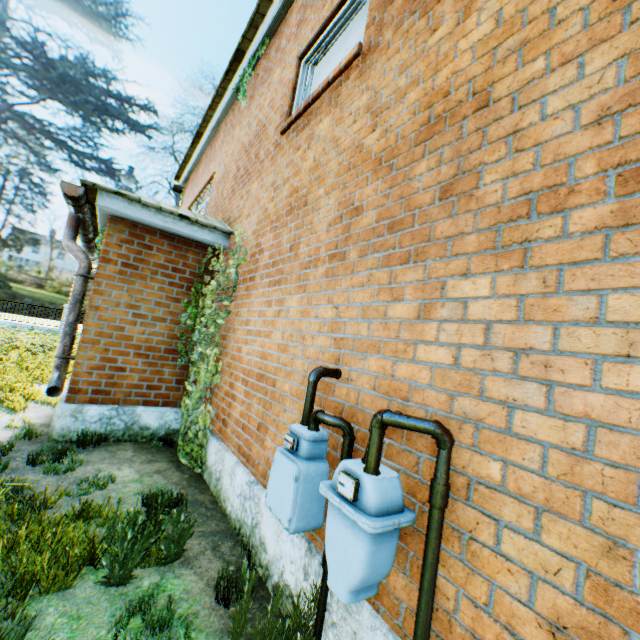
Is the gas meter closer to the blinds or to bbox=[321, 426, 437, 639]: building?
bbox=[321, 426, 437, 639]: building

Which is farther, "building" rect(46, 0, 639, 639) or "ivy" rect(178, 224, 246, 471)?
"ivy" rect(178, 224, 246, 471)

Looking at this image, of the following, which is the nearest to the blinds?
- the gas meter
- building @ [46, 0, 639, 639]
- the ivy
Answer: building @ [46, 0, 639, 639]

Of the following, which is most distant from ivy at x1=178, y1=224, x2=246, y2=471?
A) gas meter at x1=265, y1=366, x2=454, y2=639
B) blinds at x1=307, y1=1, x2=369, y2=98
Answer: gas meter at x1=265, y1=366, x2=454, y2=639

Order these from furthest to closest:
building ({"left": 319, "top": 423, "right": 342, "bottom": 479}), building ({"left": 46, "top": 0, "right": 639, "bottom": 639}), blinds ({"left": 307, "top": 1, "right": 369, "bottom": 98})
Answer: blinds ({"left": 307, "top": 1, "right": 369, "bottom": 98}) < building ({"left": 319, "top": 423, "right": 342, "bottom": 479}) < building ({"left": 46, "top": 0, "right": 639, "bottom": 639})

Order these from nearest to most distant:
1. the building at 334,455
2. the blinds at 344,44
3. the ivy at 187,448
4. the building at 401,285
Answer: the building at 401,285 < the building at 334,455 < the blinds at 344,44 < the ivy at 187,448

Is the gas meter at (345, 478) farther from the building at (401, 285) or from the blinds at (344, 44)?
the blinds at (344, 44)

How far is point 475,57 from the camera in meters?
2.1 m
